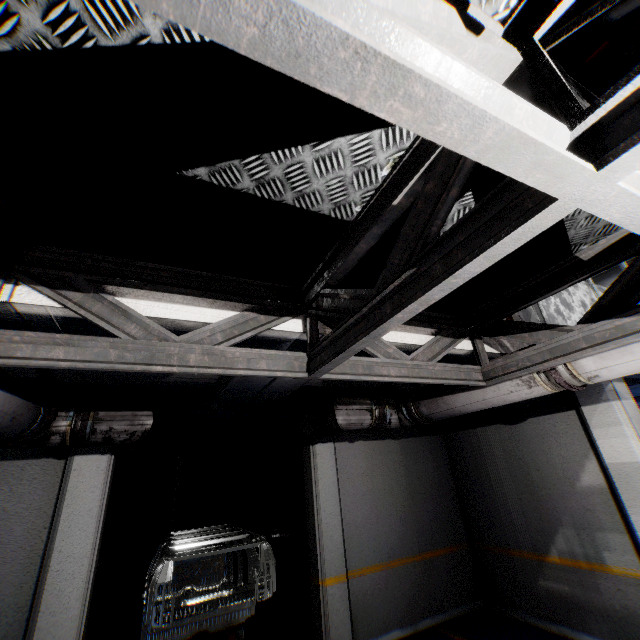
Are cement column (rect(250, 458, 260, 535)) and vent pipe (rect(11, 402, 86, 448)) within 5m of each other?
no

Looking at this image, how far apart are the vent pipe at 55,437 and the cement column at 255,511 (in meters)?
5.73

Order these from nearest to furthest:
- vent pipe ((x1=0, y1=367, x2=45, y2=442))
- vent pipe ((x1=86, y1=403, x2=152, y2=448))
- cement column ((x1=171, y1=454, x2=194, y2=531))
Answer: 1. vent pipe ((x1=0, y1=367, x2=45, y2=442))
2. vent pipe ((x1=86, y1=403, x2=152, y2=448))
3. cement column ((x1=171, y1=454, x2=194, y2=531))

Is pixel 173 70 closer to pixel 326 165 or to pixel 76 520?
pixel 326 165

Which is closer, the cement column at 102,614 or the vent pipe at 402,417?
the vent pipe at 402,417

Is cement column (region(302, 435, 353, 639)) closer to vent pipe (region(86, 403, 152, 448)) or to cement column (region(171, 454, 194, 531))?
vent pipe (region(86, 403, 152, 448))

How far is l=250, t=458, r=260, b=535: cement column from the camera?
8.8 meters

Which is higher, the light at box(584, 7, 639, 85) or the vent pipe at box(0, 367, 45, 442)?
the light at box(584, 7, 639, 85)
